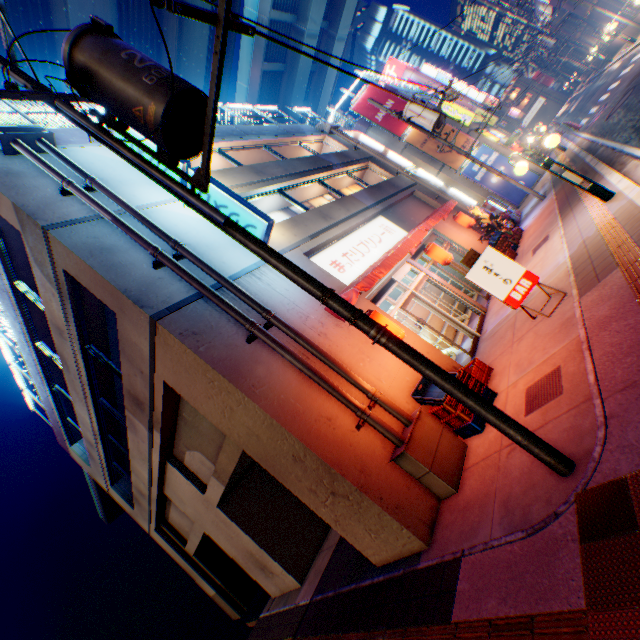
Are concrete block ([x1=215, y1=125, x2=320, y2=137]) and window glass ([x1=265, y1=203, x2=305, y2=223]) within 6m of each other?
yes

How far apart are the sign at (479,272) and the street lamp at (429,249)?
3.88m

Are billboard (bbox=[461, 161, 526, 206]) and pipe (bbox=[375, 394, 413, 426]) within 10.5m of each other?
no

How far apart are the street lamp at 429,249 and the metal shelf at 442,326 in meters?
1.7

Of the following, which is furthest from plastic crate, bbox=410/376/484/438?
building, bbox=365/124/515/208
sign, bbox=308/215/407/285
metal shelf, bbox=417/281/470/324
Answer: building, bbox=365/124/515/208

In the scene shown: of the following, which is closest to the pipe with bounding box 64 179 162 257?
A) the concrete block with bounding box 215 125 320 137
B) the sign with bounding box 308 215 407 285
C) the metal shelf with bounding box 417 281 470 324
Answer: the concrete block with bounding box 215 125 320 137

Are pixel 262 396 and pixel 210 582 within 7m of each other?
no

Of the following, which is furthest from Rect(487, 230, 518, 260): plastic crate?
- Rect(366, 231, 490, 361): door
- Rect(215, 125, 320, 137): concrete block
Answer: Rect(215, 125, 320, 137): concrete block
